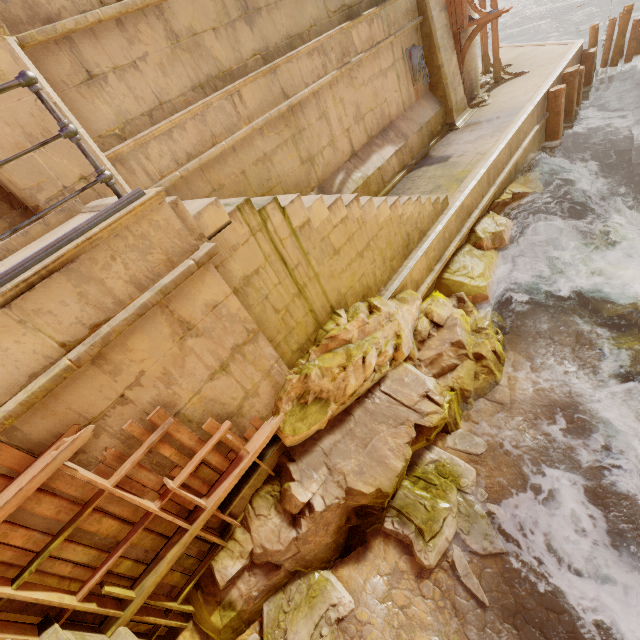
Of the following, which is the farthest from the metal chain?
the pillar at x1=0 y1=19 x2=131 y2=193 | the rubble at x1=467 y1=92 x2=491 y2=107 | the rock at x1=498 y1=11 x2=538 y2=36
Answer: the rock at x1=498 y1=11 x2=538 y2=36

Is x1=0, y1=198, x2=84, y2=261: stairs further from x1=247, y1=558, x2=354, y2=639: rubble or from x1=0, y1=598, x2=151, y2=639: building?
x1=247, y1=558, x2=354, y2=639: rubble

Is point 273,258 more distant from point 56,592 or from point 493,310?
point 493,310

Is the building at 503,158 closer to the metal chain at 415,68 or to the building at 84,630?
the metal chain at 415,68

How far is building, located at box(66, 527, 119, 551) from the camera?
3.05m

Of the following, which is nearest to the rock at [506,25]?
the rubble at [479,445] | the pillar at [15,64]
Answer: the pillar at [15,64]

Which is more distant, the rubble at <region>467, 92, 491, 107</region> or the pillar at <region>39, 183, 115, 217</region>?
the rubble at <region>467, 92, 491, 107</region>

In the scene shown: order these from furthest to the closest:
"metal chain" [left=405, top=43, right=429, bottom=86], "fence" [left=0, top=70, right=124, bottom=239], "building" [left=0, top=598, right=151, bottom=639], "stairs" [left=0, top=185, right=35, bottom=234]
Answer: "metal chain" [left=405, top=43, right=429, bottom=86] → "stairs" [left=0, top=185, right=35, bottom=234] → "building" [left=0, top=598, right=151, bottom=639] → "fence" [left=0, top=70, right=124, bottom=239]
